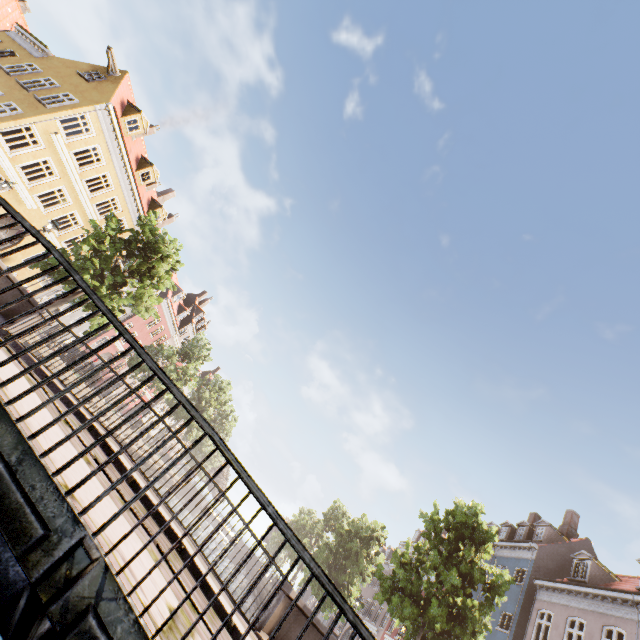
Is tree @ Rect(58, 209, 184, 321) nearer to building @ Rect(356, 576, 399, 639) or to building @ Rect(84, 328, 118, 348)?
building @ Rect(356, 576, 399, 639)

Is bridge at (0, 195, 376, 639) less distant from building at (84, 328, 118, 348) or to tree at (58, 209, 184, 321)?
tree at (58, 209, 184, 321)

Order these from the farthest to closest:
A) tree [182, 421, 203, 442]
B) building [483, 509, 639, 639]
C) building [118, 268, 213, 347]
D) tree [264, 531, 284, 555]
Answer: tree [264, 531, 284, 555], tree [182, 421, 203, 442], building [118, 268, 213, 347], building [483, 509, 639, 639]

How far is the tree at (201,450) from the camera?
51.28m

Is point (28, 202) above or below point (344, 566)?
below

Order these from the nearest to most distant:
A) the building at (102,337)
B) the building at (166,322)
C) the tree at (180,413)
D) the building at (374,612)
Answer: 1. the building at (374,612)
2. the building at (102,337)
3. the building at (166,322)
4. the tree at (180,413)
